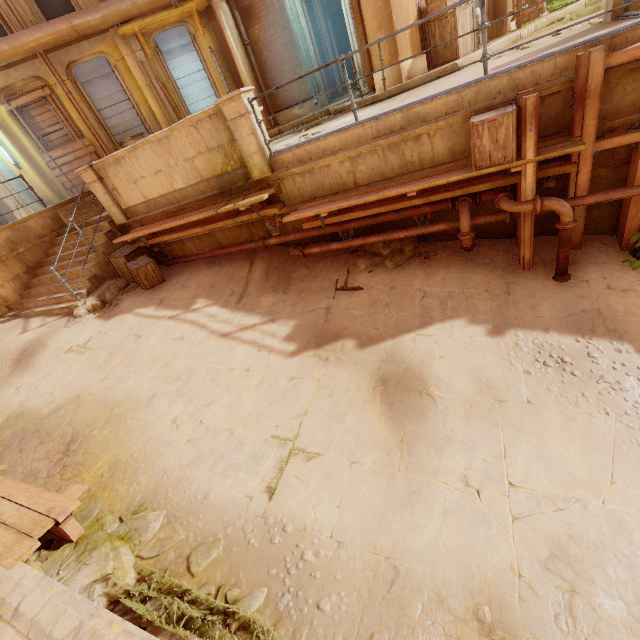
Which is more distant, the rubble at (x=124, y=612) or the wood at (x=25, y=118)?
the wood at (x=25, y=118)

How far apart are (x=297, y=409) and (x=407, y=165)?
4.59m

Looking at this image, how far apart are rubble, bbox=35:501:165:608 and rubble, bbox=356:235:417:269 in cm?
505

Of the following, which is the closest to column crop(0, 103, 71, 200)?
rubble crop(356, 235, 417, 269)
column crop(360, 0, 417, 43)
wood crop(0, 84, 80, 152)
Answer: wood crop(0, 84, 80, 152)

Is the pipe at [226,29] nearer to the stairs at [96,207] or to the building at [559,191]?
the building at [559,191]

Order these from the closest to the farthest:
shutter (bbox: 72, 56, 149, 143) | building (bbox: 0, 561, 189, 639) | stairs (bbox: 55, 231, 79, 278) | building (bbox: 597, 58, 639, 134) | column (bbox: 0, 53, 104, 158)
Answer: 1. building (bbox: 0, 561, 189, 639)
2. building (bbox: 597, 58, 639, 134)
3. stairs (bbox: 55, 231, 79, 278)
4. column (bbox: 0, 53, 104, 158)
5. shutter (bbox: 72, 56, 149, 143)

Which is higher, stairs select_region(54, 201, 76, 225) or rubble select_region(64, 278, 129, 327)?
stairs select_region(54, 201, 76, 225)

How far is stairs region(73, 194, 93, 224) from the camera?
9.66m
